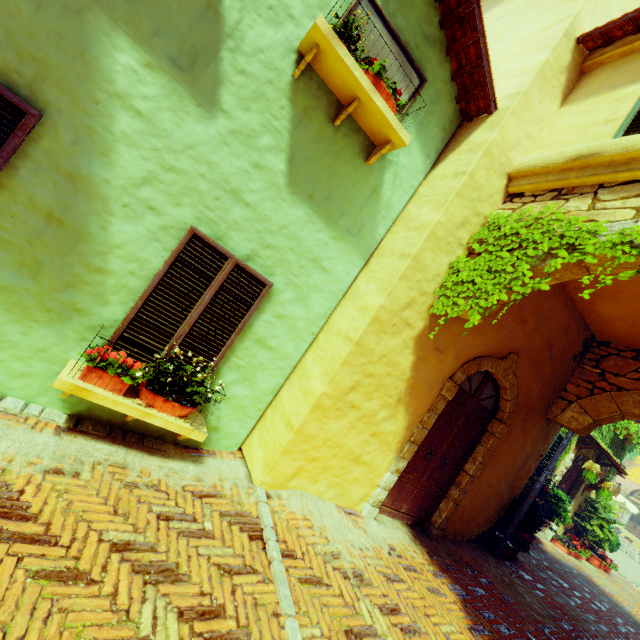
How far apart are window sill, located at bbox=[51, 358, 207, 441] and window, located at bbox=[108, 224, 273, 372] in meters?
0.1

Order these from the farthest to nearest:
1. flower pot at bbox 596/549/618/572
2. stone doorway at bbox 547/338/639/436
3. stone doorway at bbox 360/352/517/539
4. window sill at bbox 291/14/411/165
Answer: flower pot at bbox 596/549/618/572 < stone doorway at bbox 547/338/639/436 < stone doorway at bbox 360/352/517/539 < window sill at bbox 291/14/411/165

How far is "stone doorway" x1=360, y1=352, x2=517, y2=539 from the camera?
4.57m

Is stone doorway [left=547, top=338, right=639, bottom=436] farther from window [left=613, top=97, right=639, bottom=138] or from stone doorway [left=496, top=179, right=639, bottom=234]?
stone doorway [left=496, top=179, right=639, bottom=234]

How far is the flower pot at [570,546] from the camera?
9.77m

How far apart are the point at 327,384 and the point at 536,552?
8.4m

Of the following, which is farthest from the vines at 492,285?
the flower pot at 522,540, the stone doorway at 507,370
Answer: the flower pot at 522,540

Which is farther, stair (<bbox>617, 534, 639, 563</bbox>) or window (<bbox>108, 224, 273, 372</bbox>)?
stair (<bbox>617, 534, 639, 563</bbox>)
